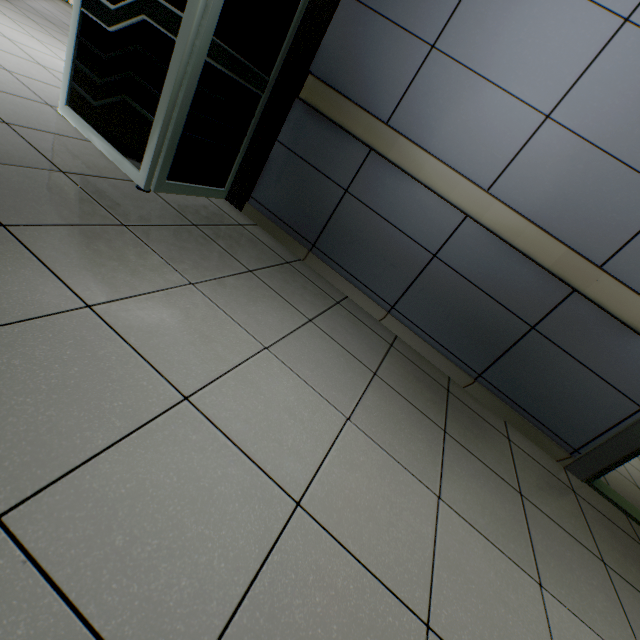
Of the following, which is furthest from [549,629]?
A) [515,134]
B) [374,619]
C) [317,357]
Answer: [515,134]
